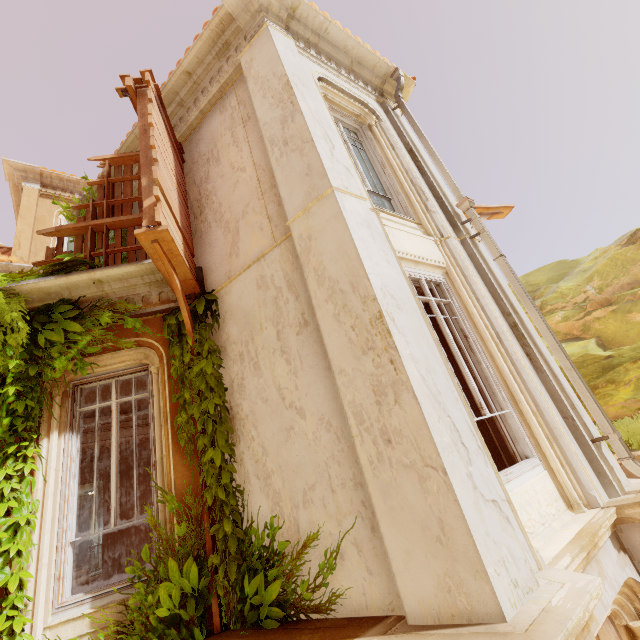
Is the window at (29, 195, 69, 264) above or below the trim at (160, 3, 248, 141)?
above

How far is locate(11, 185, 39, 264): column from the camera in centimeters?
922cm

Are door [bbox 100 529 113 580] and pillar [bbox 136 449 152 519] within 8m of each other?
yes

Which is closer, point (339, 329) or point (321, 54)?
point (339, 329)

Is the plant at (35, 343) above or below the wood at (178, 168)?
below

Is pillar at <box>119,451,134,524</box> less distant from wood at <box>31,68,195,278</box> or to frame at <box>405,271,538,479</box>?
wood at <box>31,68,195,278</box>

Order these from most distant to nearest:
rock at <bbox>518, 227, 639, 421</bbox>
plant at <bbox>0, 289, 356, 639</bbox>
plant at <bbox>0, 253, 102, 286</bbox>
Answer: rock at <bbox>518, 227, 639, 421</bbox> < plant at <bbox>0, 253, 102, 286</bbox> < plant at <bbox>0, 289, 356, 639</bbox>

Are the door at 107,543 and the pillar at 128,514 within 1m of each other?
yes
